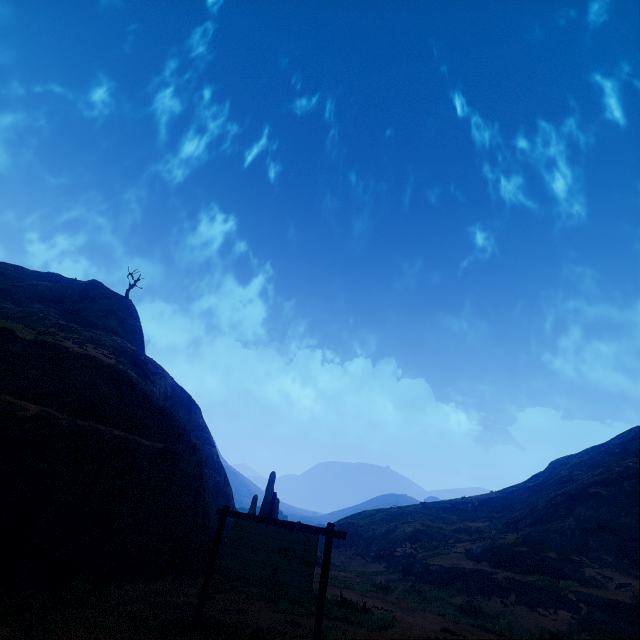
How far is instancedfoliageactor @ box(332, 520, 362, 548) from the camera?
32.97m

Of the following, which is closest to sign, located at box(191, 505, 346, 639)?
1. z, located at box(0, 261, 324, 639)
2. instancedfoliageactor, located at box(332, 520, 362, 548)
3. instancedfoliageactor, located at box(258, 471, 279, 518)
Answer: z, located at box(0, 261, 324, 639)

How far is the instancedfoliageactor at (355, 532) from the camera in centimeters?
3297cm

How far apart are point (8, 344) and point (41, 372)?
1.7 meters

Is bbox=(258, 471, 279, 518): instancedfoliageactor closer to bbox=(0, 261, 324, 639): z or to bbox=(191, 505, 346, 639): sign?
bbox=(0, 261, 324, 639): z

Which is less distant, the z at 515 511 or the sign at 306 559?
the sign at 306 559

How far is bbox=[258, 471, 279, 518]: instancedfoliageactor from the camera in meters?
14.9 m

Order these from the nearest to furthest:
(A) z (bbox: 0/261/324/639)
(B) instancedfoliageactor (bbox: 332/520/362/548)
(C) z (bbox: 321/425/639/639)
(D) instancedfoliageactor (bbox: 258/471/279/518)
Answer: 1. (A) z (bbox: 0/261/324/639)
2. (C) z (bbox: 321/425/639/639)
3. (D) instancedfoliageactor (bbox: 258/471/279/518)
4. (B) instancedfoliageactor (bbox: 332/520/362/548)
